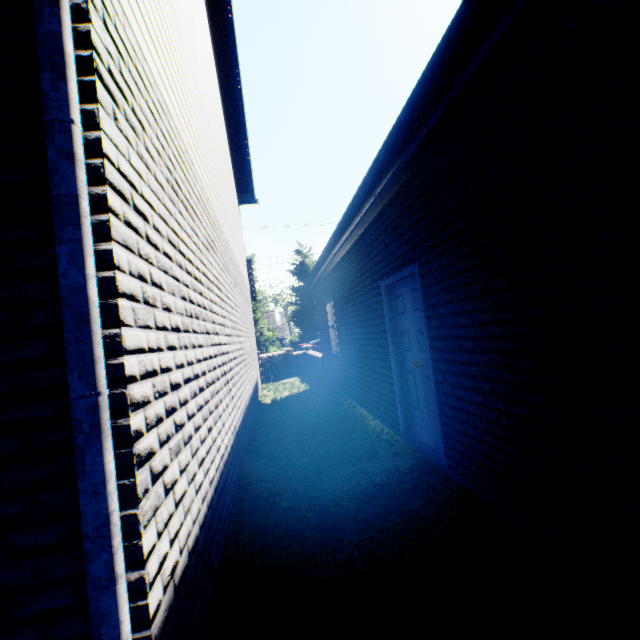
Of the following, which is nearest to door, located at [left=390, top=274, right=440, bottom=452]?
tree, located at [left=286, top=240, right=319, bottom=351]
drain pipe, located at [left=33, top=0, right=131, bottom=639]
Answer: drain pipe, located at [left=33, top=0, right=131, bottom=639]

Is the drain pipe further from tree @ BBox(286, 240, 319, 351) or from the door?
tree @ BBox(286, 240, 319, 351)

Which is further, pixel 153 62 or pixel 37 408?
pixel 153 62

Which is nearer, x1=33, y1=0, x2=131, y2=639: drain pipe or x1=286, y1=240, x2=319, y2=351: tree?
x1=33, y1=0, x2=131, y2=639: drain pipe

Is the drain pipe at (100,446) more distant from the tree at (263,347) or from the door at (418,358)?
the tree at (263,347)

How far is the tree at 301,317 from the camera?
27.2m
